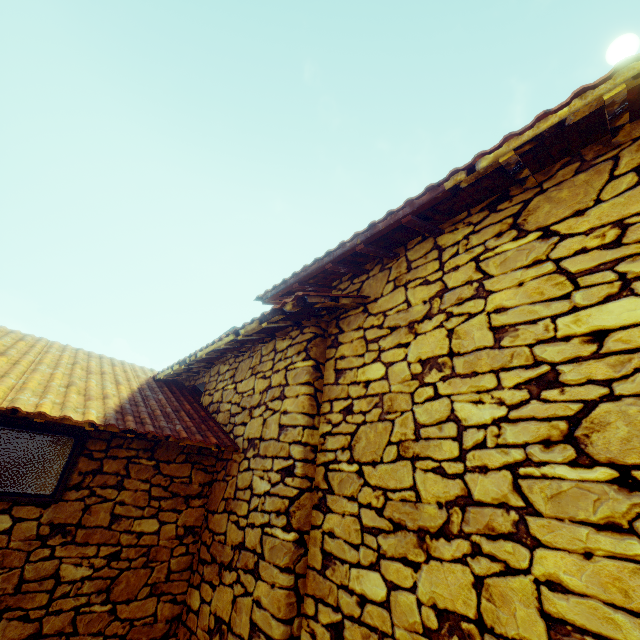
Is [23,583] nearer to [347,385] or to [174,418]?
[174,418]
